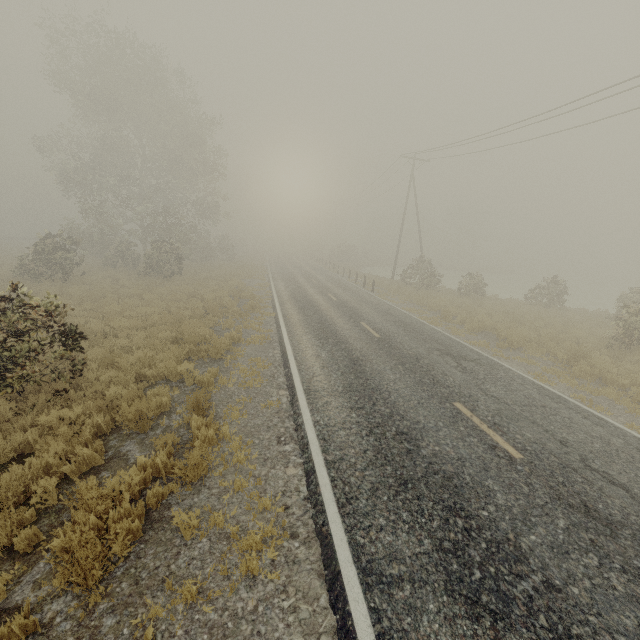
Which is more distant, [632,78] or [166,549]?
[632,78]
